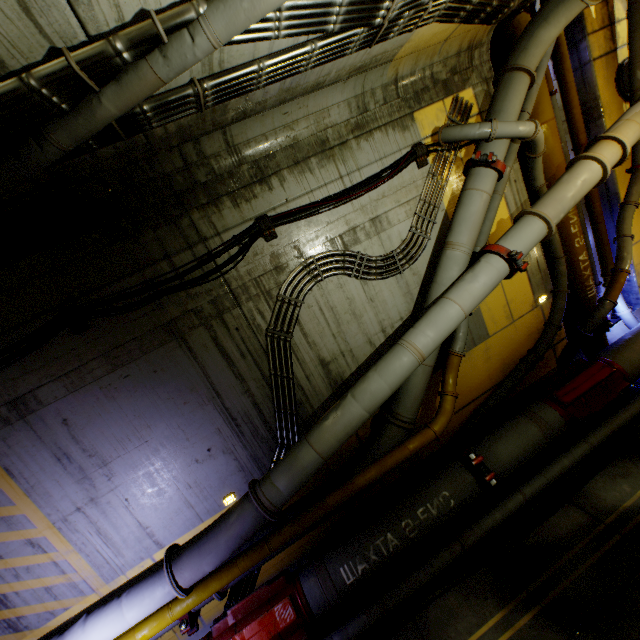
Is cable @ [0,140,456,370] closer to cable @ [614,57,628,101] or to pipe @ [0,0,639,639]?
pipe @ [0,0,639,639]

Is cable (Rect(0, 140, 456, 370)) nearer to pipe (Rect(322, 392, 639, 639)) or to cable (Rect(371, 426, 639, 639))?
pipe (Rect(322, 392, 639, 639))

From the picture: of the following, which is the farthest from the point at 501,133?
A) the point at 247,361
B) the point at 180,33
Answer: the point at 247,361

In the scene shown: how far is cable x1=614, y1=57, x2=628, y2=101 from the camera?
6.6 meters

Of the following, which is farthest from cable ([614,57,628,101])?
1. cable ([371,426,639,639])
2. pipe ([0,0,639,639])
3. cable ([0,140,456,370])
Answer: cable ([371,426,639,639])

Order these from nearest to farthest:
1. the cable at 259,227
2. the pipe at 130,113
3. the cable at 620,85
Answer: the pipe at 130,113
the cable at 259,227
the cable at 620,85

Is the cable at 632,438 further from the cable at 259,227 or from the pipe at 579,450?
the cable at 259,227
